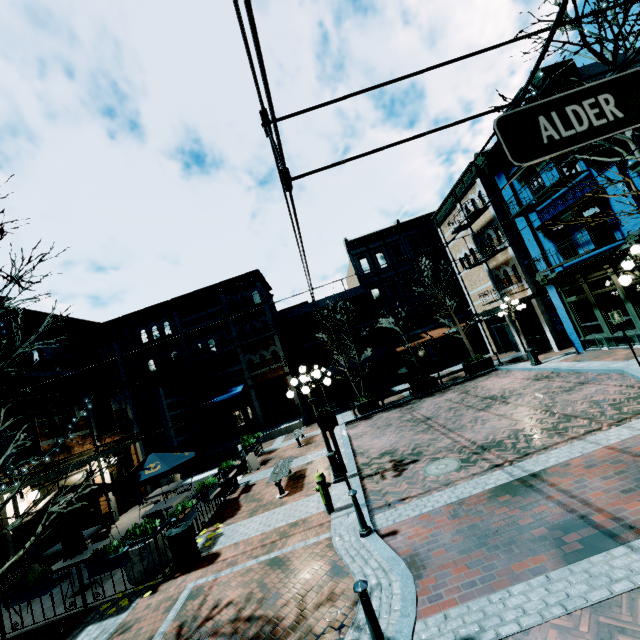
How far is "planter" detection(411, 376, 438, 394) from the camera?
19.1 meters

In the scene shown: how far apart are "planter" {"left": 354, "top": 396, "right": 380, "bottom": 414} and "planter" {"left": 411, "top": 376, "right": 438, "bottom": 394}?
2.40m

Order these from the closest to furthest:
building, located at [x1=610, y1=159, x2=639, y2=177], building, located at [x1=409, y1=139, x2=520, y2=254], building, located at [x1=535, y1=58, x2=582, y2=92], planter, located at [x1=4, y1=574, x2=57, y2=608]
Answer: planter, located at [x1=4, y1=574, x2=57, y2=608]
building, located at [x1=610, y1=159, x2=639, y2=177]
building, located at [x1=535, y1=58, x2=582, y2=92]
building, located at [x1=409, y1=139, x2=520, y2=254]

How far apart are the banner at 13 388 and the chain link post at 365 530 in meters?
11.1

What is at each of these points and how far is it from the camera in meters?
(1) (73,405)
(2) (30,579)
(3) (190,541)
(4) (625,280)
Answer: (1) building, 14.5 m
(2) plant, 7.4 m
(3) garbage, 7.8 m
(4) light, 7.8 m

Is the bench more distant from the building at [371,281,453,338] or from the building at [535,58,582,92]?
the building at [371,281,453,338]

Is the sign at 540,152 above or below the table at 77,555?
above

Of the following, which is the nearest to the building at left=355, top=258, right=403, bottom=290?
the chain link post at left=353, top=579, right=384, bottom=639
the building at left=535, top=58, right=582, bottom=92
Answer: the building at left=535, top=58, right=582, bottom=92
